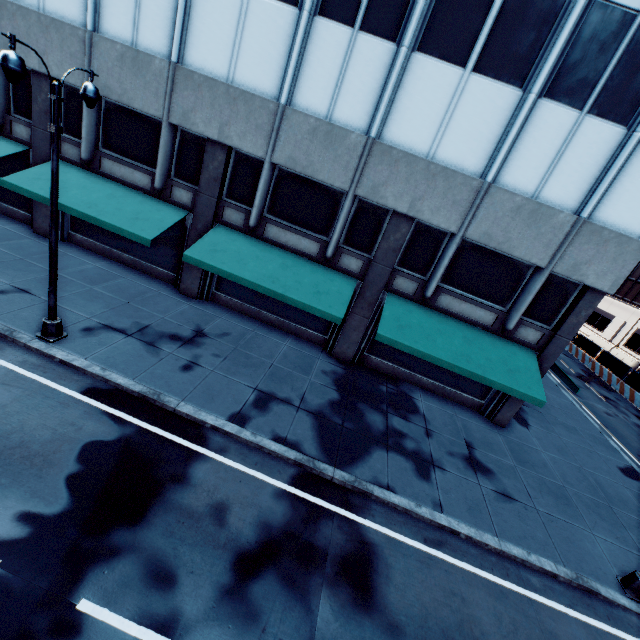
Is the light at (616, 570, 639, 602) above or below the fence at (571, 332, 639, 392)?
below

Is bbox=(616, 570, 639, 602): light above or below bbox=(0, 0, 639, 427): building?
below

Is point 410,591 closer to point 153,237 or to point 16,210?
point 153,237

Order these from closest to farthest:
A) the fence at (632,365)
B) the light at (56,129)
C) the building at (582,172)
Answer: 1. the light at (56,129)
2. the building at (582,172)
3. the fence at (632,365)

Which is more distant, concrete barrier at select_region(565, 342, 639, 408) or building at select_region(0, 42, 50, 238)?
concrete barrier at select_region(565, 342, 639, 408)

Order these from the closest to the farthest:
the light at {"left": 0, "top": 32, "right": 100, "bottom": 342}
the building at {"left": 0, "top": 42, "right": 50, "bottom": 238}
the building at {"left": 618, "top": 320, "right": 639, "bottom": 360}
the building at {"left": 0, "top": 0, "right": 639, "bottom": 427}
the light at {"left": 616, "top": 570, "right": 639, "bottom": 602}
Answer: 1. the light at {"left": 0, "top": 32, "right": 100, "bottom": 342}
2. the light at {"left": 616, "top": 570, "right": 639, "bottom": 602}
3. the building at {"left": 0, "top": 0, "right": 639, "bottom": 427}
4. the building at {"left": 0, "top": 42, "right": 50, "bottom": 238}
5. the building at {"left": 618, "top": 320, "right": 639, "bottom": 360}

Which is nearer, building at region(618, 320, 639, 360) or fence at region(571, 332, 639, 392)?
fence at region(571, 332, 639, 392)

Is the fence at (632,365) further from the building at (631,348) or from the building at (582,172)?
the building at (582,172)
